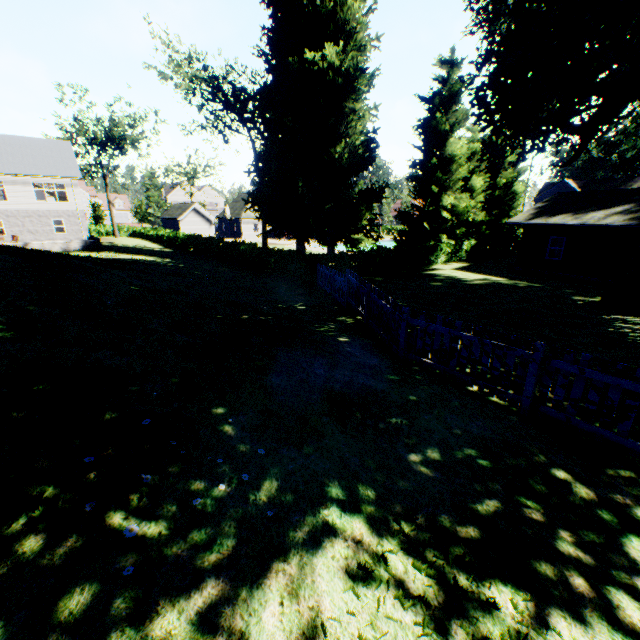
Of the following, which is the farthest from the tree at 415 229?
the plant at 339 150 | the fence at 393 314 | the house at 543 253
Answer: the house at 543 253

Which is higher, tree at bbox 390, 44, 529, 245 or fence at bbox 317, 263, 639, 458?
tree at bbox 390, 44, 529, 245

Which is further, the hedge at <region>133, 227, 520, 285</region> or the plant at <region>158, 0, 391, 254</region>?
the plant at <region>158, 0, 391, 254</region>

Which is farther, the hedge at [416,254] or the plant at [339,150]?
the plant at [339,150]

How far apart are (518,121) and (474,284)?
8.8 meters

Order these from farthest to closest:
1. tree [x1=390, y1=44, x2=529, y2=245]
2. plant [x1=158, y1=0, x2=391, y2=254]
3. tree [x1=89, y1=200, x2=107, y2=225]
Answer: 1. tree [x1=89, y1=200, x2=107, y2=225]
2. tree [x1=390, y1=44, x2=529, y2=245]
3. plant [x1=158, y1=0, x2=391, y2=254]
